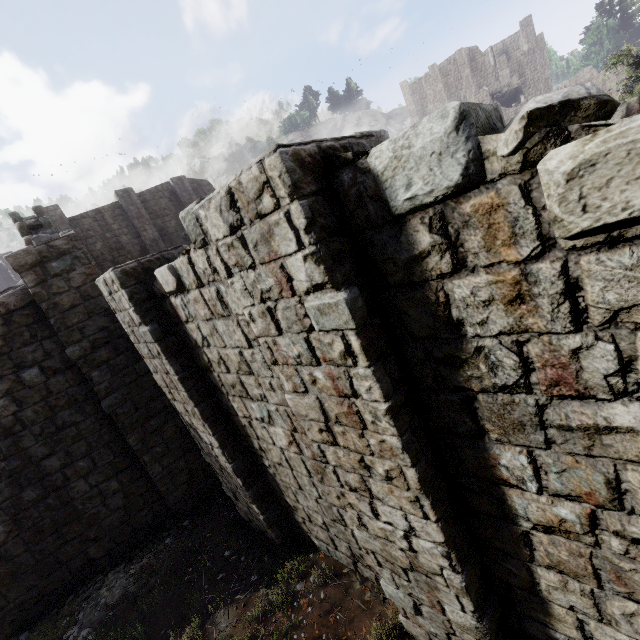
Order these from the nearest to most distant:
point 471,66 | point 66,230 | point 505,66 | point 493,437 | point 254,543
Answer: point 493,437 < point 254,543 < point 66,230 < point 505,66 < point 471,66
